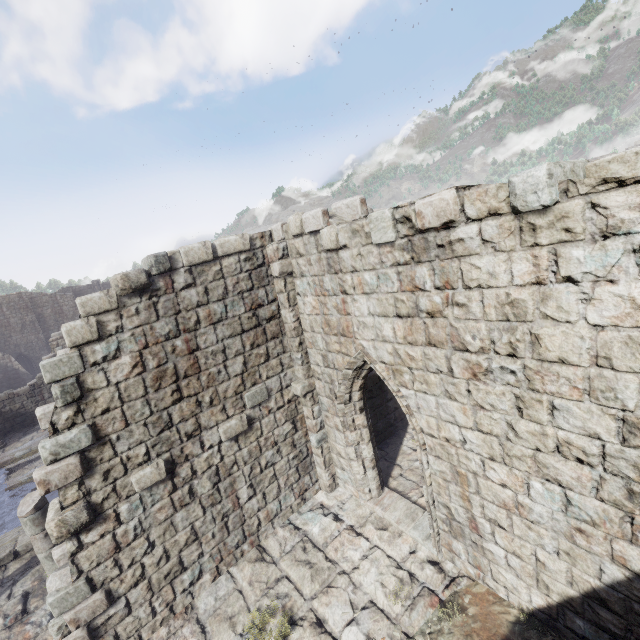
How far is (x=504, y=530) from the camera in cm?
488
